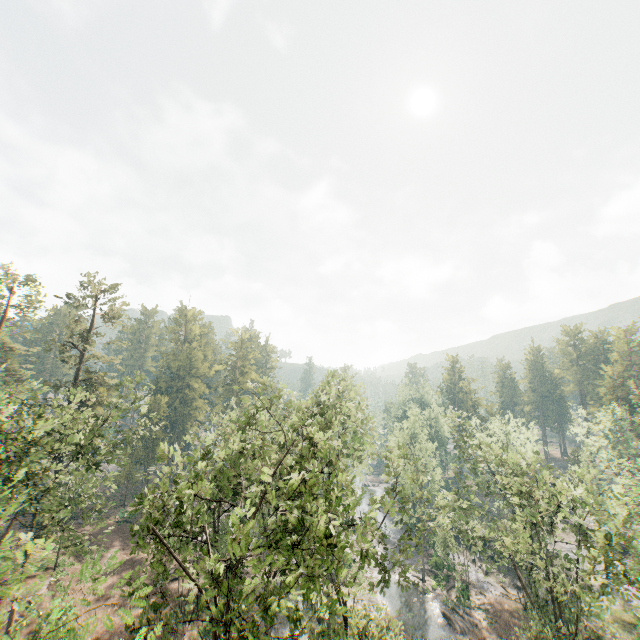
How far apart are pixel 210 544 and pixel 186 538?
2.21m

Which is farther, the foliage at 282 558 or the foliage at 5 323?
the foliage at 5 323

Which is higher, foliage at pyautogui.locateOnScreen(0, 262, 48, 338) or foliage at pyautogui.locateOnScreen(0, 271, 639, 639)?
foliage at pyautogui.locateOnScreen(0, 262, 48, 338)

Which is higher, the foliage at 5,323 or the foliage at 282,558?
the foliage at 5,323

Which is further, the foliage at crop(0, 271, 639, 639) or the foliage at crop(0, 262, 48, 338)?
the foliage at crop(0, 262, 48, 338)
